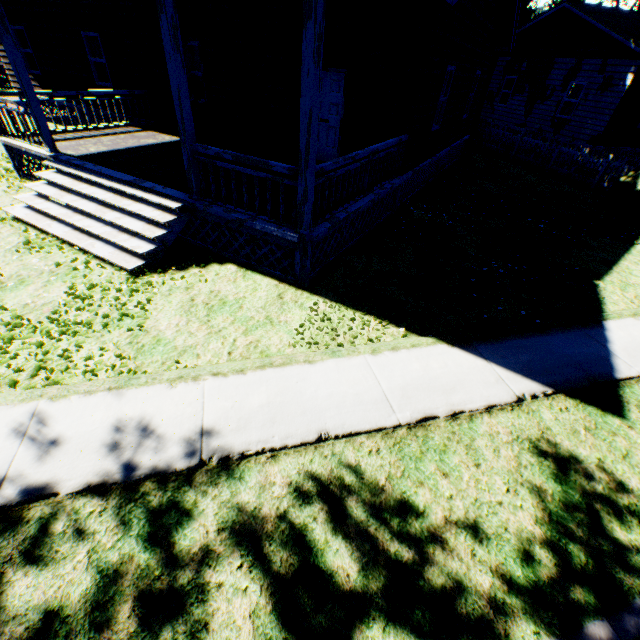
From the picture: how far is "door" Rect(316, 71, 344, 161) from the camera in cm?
855

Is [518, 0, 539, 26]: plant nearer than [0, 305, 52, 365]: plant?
No

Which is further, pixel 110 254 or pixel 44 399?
pixel 110 254

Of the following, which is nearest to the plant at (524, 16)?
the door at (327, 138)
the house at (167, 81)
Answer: the house at (167, 81)

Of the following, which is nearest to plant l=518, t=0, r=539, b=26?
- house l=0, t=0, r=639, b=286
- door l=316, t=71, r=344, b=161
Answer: house l=0, t=0, r=639, b=286

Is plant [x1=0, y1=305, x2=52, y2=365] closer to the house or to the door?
the house
